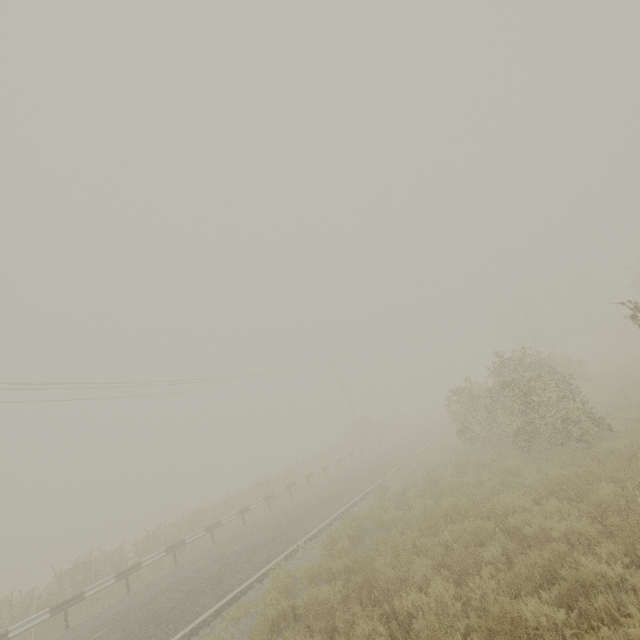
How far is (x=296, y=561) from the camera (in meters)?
9.49

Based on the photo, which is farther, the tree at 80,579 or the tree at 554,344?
the tree at 80,579

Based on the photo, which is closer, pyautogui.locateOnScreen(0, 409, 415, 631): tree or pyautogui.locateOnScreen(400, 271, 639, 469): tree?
pyautogui.locateOnScreen(400, 271, 639, 469): tree
